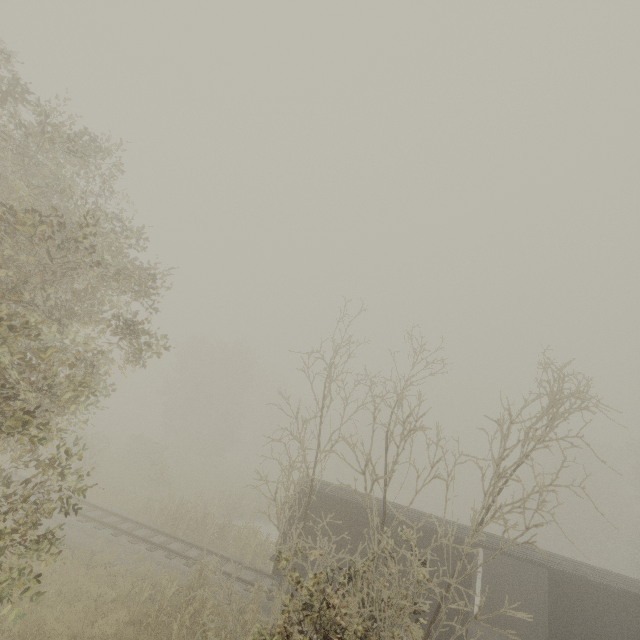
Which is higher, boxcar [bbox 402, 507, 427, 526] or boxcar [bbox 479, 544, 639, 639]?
boxcar [bbox 402, 507, 427, 526]

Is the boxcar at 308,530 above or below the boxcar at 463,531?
below

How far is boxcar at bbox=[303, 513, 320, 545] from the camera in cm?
1409

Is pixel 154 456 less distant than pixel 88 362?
No

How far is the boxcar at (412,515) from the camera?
13.8m

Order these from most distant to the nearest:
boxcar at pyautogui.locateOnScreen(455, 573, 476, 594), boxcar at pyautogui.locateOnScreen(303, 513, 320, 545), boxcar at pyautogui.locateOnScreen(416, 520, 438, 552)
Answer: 1. boxcar at pyautogui.locateOnScreen(303, 513, 320, 545)
2. boxcar at pyautogui.locateOnScreen(416, 520, 438, 552)
3. boxcar at pyautogui.locateOnScreen(455, 573, 476, 594)

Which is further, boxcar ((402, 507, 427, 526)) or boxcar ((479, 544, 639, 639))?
boxcar ((402, 507, 427, 526))
